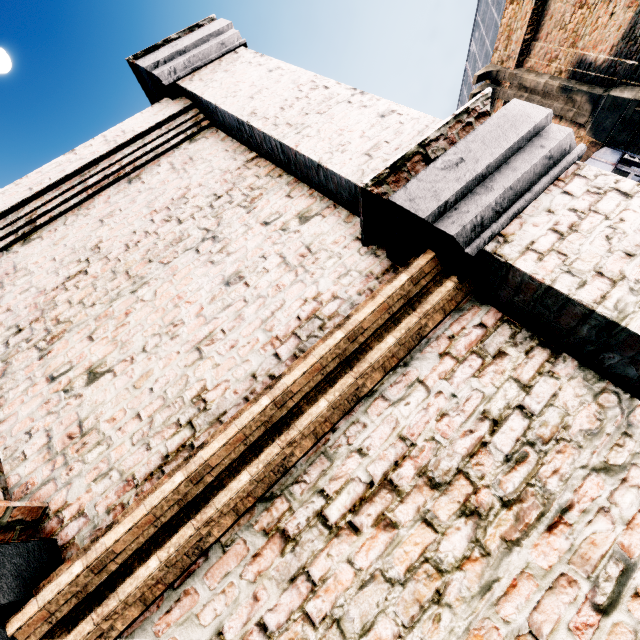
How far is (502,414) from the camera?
2.0 meters
